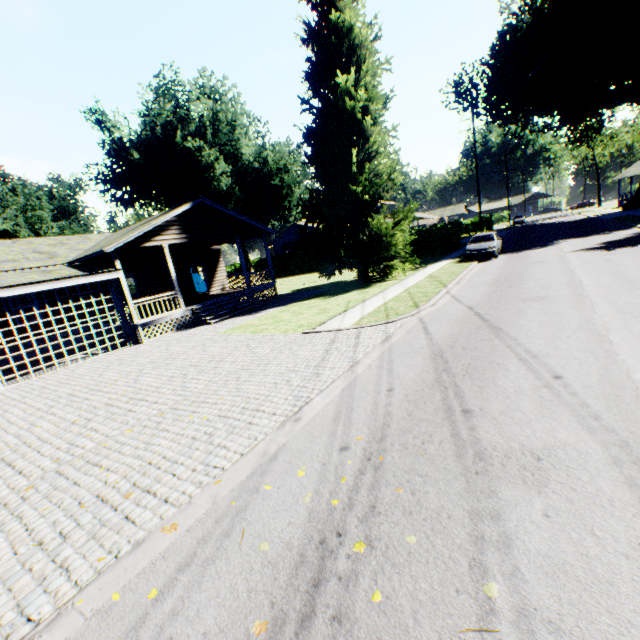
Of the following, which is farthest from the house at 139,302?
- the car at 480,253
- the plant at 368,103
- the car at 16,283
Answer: the car at 480,253

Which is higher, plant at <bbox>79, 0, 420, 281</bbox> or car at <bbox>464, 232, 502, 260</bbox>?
plant at <bbox>79, 0, 420, 281</bbox>

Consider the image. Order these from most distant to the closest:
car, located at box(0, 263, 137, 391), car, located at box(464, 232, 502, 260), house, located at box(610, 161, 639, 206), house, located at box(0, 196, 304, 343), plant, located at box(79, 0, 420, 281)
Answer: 1. house, located at box(610, 161, 639, 206)
2. car, located at box(464, 232, 502, 260)
3. plant, located at box(79, 0, 420, 281)
4. house, located at box(0, 196, 304, 343)
5. car, located at box(0, 263, 137, 391)

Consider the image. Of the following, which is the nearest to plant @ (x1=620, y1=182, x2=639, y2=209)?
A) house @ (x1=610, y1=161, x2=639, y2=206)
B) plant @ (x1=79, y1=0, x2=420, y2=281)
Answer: house @ (x1=610, y1=161, x2=639, y2=206)

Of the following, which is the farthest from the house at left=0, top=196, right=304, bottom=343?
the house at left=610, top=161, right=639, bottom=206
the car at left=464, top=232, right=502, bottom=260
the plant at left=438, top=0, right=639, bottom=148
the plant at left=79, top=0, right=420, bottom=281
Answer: the house at left=610, top=161, right=639, bottom=206

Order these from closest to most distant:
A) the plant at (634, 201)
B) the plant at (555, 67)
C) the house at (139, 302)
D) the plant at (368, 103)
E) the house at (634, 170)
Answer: the house at (139, 302), the plant at (368, 103), the plant at (555, 67), the plant at (634, 201), the house at (634, 170)

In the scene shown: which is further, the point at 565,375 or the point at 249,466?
the point at 565,375

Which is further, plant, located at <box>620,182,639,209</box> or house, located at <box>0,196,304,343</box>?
plant, located at <box>620,182,639,209</box>
